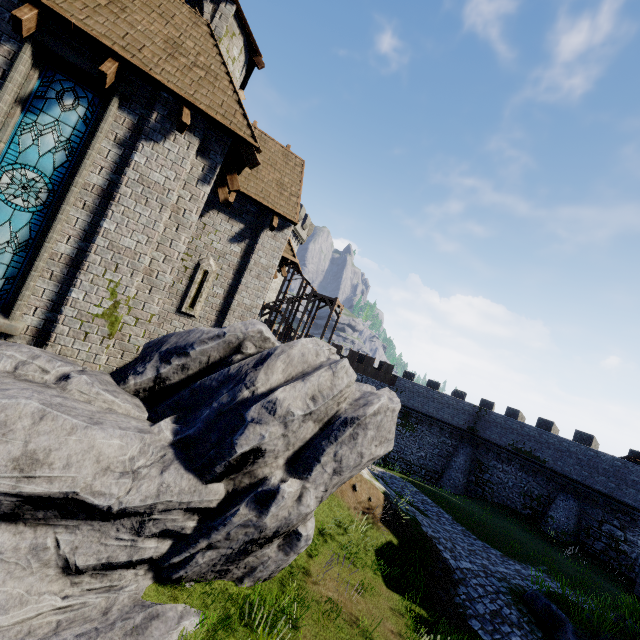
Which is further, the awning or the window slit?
the awning

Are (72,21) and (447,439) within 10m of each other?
no

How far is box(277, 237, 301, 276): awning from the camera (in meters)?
11.65

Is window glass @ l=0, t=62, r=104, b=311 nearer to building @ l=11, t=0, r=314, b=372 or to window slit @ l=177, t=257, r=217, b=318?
building @ l=11, t=0, r=314, b=372

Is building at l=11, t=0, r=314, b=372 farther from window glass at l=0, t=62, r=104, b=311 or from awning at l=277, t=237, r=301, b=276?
window glass at l=0, t=62, r=104, b=311

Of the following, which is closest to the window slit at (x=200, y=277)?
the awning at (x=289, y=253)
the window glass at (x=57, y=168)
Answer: the awning at (x=289, y=253)

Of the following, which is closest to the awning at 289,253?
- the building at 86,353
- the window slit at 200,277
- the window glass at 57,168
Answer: the building at 86,353

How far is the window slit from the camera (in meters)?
10.05
